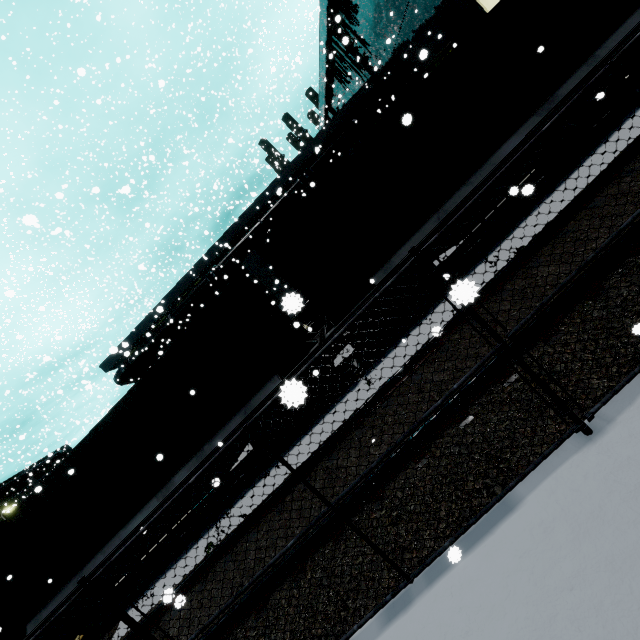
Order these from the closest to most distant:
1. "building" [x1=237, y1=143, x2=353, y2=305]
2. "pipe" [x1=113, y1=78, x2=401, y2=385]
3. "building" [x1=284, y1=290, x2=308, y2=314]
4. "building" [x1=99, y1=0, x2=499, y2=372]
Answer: "building" [x1=284, y1=290, x2=308, y2=314] < "building" [x1=99, y1=0, x2=499, y2=372] < "building" [x1=237, y1=143, x2=353, y2=305] < "pipe" [x1=113, y1=78, x2=401, y2=385]

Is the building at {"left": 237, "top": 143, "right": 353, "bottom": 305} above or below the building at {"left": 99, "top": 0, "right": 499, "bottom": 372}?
below

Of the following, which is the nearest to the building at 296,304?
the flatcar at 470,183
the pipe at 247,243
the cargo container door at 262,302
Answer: the pipe at 247,243

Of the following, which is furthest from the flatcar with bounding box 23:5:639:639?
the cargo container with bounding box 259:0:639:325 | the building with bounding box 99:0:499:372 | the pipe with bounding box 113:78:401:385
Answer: the building with bounding box 99:0:499:372

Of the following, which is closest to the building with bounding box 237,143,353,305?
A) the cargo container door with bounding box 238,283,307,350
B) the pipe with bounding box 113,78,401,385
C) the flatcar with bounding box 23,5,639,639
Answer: the pipe with bounding box 113,78,401,385

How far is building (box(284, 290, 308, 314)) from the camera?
2.4m

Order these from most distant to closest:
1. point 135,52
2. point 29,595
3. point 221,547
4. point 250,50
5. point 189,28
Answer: point 189,28
point 135,52
point 250,50
point 29,595
point 221,547

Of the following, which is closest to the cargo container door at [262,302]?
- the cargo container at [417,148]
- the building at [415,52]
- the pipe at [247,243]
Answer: the cargo container at [417,148]
